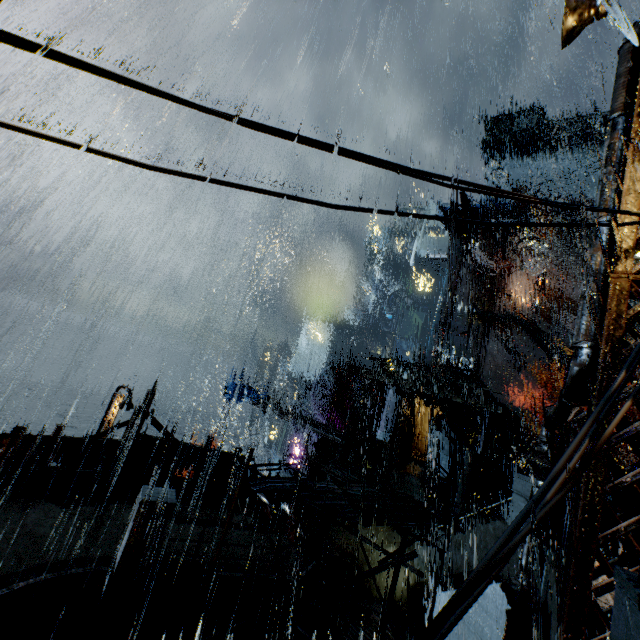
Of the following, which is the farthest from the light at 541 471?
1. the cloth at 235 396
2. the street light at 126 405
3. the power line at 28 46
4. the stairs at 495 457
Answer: the cloth at 235 396

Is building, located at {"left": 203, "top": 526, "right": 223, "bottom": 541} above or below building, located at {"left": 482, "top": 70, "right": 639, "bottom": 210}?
below

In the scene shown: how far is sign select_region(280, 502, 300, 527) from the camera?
10.6 meters

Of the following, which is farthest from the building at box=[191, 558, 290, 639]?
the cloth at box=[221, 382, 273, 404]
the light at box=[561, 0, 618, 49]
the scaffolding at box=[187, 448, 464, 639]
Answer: the cloth at box=[221, 382, 273, 404]

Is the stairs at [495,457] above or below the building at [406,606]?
above

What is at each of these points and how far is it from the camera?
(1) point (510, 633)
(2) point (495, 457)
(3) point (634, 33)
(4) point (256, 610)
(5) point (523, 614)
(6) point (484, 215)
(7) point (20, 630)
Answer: (1) building, 7.3m
(2) stairs, 31.7m
(3) building, 5.6m
(4) building, 9.1m
(5) light, 7.1m
(6) building, 49.9m
(7) building, 6.7m

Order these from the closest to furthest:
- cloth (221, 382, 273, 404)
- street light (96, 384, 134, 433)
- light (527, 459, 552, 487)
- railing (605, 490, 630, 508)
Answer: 1. railing (605, 490, 630, 508)
2. light (527, 459, 552, 487)
3. street light (96, 384, 134, 433)
4. cloth (221, 382, 273, 404)
